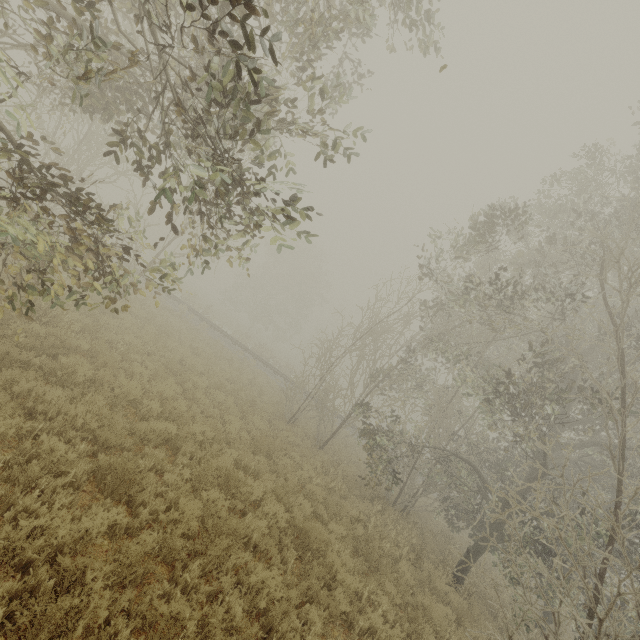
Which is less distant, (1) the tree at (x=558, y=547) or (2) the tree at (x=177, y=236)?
(2) the tree at (x=177, y=236)

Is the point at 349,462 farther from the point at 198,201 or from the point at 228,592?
the point at 198,201

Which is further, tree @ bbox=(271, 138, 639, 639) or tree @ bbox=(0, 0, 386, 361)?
tree @ bbox=(271, 138, 639, 639)
